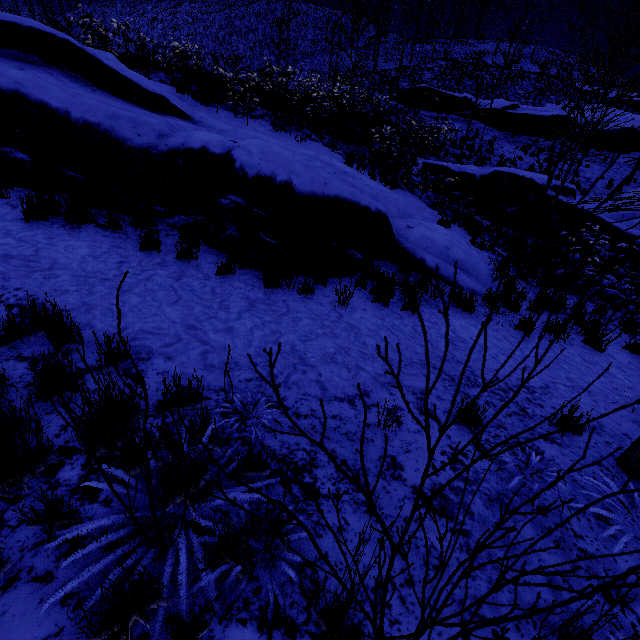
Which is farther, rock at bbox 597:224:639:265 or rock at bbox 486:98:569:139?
rock at bbox 486:98:569:139

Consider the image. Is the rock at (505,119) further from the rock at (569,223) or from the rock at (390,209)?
the rock at (390,209)

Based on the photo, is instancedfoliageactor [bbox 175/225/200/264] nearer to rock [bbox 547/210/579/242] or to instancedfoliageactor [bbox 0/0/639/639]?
instancedfoliageactor [bbox 0/0/639/639]

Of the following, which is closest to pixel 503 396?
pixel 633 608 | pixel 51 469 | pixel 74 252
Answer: pixel 633 608

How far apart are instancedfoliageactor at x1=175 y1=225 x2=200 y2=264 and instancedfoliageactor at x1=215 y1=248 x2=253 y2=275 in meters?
0.4 m

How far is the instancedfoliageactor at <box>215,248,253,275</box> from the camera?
4.7 meters

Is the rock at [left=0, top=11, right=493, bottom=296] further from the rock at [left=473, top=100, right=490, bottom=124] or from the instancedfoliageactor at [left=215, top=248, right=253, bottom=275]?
the rock at [left=473, top=100, right=490, bottom=124]

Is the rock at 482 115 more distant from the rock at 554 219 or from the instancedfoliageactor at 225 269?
the instancedfoliageactor at 225 269
